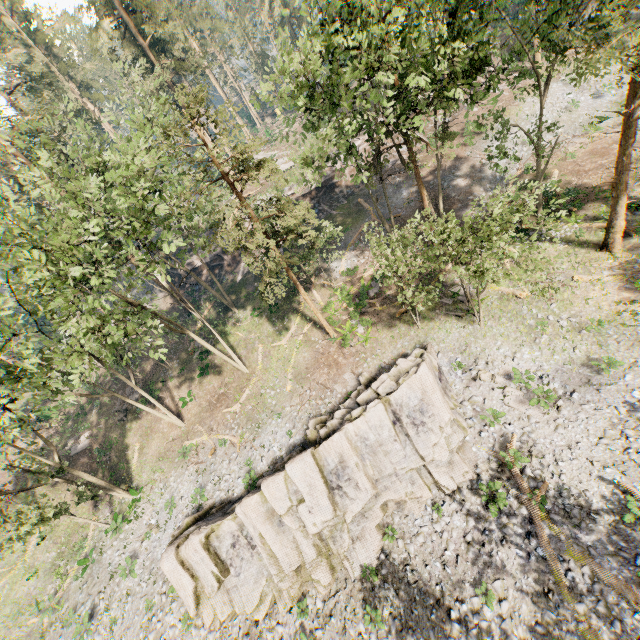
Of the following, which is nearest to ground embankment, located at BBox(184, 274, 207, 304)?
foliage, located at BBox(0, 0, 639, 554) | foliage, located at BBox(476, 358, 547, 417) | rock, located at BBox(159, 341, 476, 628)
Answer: foliage, located at BBox(0, 0, 639, 554)

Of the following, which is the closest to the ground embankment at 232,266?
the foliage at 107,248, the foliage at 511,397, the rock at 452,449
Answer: the foliage at 107,248

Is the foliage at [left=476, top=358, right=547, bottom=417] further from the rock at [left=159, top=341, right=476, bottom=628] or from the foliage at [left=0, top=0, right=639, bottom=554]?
the foliage at [left=0, top=0, right=639, bottom=554]

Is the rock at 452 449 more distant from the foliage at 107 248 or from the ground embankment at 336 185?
the ground embankment at 336 185

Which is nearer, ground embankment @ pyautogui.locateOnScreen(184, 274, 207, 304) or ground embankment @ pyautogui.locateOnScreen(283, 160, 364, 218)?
ground embankment @ pyautogui.locateOnScreen(283, 160, 364, 218)

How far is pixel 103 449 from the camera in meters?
29.9
